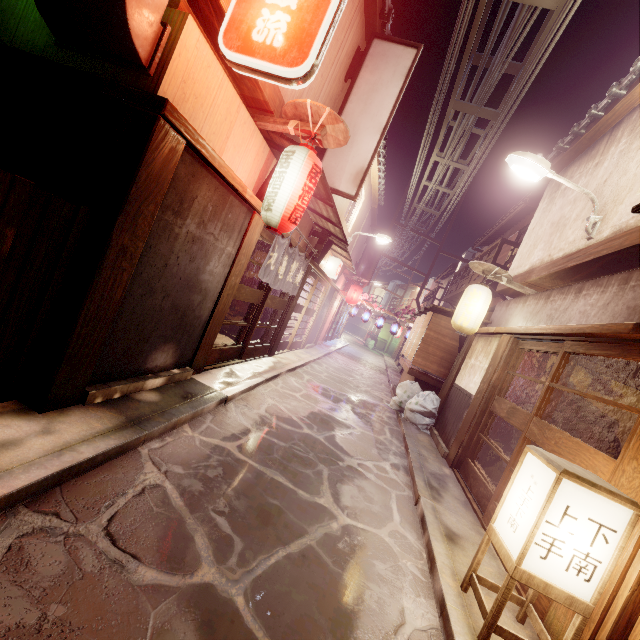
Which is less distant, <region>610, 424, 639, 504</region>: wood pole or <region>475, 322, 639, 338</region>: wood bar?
<region>610, 424, 639, 504</region>: wood pole

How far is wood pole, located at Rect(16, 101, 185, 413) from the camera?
5.11m

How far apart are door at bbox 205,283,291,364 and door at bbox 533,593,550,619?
9.1 meters

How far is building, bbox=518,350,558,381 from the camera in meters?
11.2

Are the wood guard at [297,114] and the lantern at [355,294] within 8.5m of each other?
no

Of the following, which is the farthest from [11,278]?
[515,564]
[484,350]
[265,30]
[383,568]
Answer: [484,350]

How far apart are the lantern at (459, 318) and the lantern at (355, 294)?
17.54m

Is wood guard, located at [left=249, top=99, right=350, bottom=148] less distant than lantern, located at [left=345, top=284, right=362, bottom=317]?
Yes
